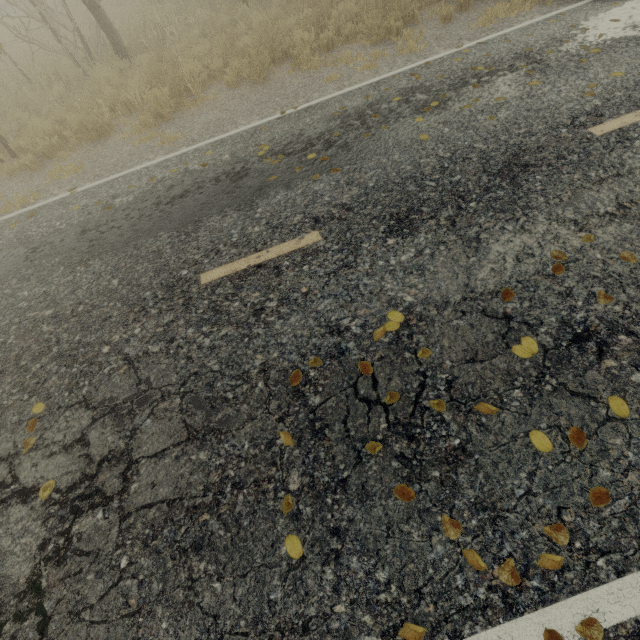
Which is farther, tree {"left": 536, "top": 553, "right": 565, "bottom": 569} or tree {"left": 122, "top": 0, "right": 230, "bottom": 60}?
tree {"left": 122, "top": 0, "right": 230, "bottom": 60}

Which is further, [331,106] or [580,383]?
[331,106]

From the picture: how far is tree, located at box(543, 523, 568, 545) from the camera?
2.00m

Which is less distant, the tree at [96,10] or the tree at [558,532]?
the tree at [558,532]

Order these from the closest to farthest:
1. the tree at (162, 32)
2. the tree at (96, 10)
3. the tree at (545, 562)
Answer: the tree at (545, 562)
the tree at (96, 10)
the tree at (162, 32)

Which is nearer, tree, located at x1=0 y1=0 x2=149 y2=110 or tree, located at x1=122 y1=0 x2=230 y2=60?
tree, located at x1=0 y1=0 x2=149 y2=110
